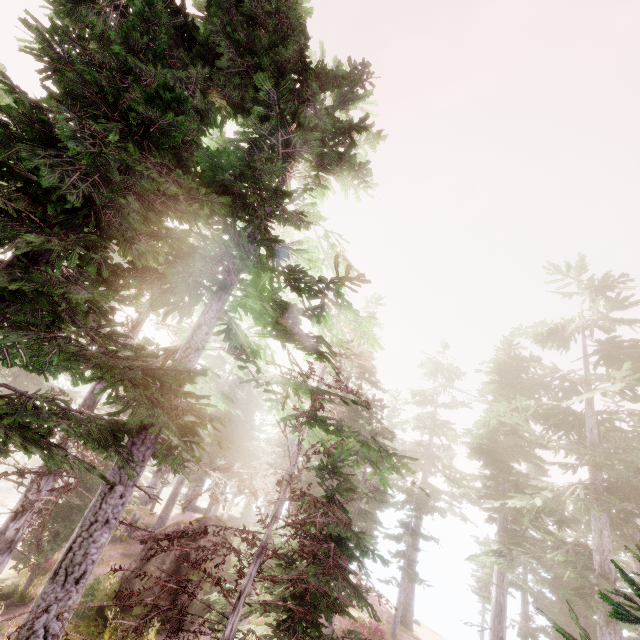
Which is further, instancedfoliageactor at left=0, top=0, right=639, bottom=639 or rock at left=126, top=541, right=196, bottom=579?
rock at left=126, top=541, right=196, bottom=579

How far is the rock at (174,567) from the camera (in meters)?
16.16

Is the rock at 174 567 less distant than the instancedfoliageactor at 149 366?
No

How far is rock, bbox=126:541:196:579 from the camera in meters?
16.2

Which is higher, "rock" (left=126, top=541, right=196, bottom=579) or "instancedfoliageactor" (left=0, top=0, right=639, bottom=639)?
"instancedfoliageactor" (left=0, top=0, right=639, bottom=639)

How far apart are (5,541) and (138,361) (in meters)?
12.94
